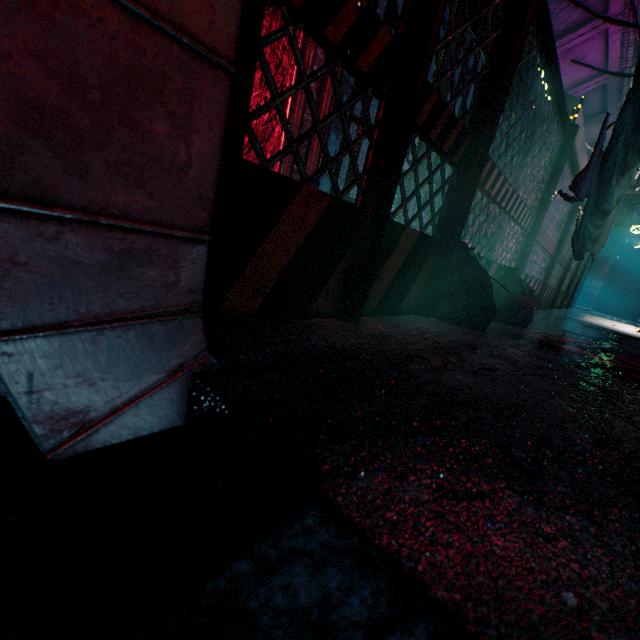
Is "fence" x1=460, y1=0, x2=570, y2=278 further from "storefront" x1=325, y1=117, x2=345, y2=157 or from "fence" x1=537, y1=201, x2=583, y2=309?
"fence" x1=537, y1=201, x2=583, y2=309

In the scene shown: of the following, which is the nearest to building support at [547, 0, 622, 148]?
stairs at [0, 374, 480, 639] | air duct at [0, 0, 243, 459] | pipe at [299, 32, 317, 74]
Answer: pipe at [299, 32, 317, 74]

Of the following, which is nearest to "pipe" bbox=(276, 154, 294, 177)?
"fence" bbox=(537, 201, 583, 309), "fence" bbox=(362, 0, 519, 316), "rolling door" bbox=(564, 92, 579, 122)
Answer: "fence" bbox=(362, 0, 519, 316)

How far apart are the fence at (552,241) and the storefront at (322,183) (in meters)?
0.71

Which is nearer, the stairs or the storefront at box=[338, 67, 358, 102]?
the stairs

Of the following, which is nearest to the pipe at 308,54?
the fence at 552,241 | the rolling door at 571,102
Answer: the fence at 552,241

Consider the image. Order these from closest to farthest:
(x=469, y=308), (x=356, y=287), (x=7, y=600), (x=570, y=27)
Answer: (x=7, y=600)
(x=356, y=287)
(x=469, y=308)
(x=570, y=27)

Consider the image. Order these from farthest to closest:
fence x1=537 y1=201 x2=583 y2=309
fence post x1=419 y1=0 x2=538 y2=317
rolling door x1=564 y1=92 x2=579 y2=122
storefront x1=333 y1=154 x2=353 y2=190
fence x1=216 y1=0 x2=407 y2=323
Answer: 1. fence x1=537 y1=201 x2=583 y2=309
2. rolling door x1=564 y1=92 x2=579 y2=122
3. storefront x1=333 y1=154 x2=353 y2=190
4. fence post x1=419 y1=0 x2=538 y2=317
5. fence x1=216 y1=0 x2=407 y2=323
